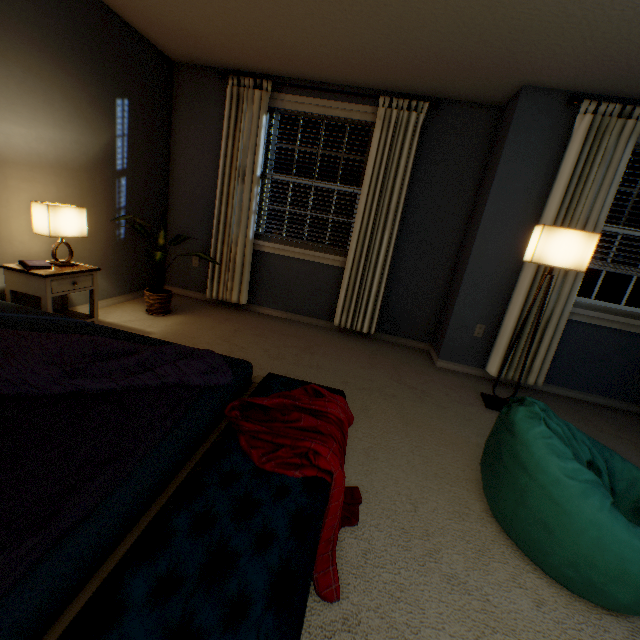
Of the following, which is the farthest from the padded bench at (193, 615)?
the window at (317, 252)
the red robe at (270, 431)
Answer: the window at (317, 252)

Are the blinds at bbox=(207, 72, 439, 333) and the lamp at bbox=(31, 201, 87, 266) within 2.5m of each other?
yes

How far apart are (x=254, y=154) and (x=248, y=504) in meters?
3.4

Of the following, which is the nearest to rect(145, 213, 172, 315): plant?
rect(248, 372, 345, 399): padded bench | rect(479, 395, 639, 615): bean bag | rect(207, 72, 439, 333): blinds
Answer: rect(207, 72, 439, 333): blinds

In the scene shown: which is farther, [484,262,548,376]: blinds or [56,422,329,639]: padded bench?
[484,262,548,376]: blinds

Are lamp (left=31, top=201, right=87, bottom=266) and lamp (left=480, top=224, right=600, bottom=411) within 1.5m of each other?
no

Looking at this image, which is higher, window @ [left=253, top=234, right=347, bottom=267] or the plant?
window @ [left=253, top=234, right=347, bottom=267]

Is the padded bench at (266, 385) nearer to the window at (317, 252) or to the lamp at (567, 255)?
the lamp at (567, 255)
